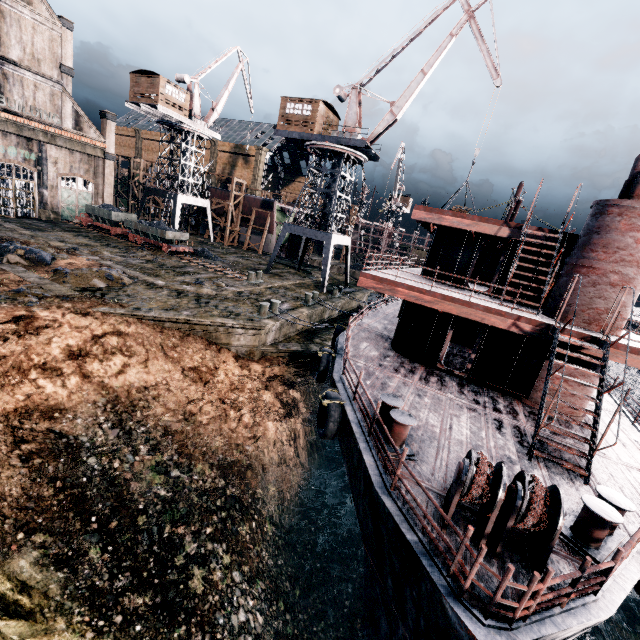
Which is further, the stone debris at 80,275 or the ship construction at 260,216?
the ship construction at 260,216

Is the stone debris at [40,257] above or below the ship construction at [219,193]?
below

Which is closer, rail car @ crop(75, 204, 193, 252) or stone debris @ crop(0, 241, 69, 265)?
stone debris @ crop(0, 241, 69, 265)

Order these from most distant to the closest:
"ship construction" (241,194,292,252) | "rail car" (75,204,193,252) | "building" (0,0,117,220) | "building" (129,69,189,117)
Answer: "ship construction" (241,194,292,252) → "building" (129,69,189,117) → "rail car" (75,204,193,252) → "building" (0,0,117,220)

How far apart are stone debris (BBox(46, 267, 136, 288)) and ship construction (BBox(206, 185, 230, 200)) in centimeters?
3295cm

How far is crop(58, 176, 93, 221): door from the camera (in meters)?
37.59

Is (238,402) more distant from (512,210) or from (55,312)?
(512,210)

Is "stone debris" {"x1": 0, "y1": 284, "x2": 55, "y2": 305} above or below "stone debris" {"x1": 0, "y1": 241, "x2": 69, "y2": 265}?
below
